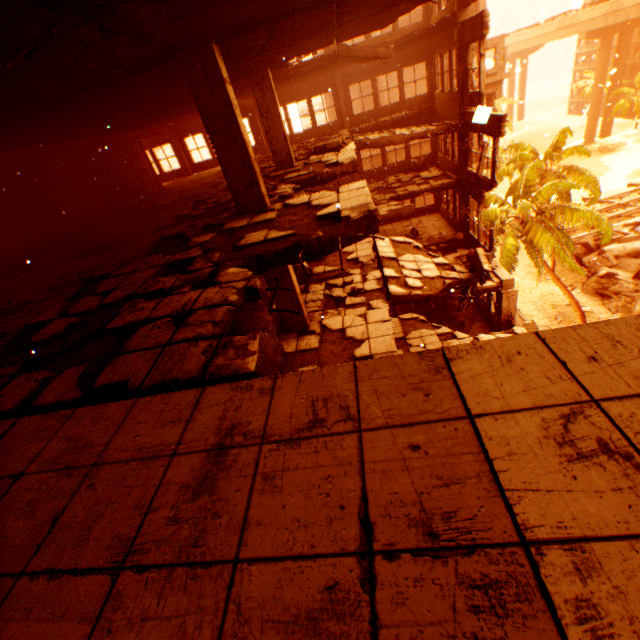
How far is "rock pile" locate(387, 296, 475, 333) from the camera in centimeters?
1545cm

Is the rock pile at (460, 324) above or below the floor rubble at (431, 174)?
below

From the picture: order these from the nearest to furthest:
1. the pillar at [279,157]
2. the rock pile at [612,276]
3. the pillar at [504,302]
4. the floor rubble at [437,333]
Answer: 1. the pillar at [279,157]
2. the floor rubble at [437,333]
3. the pillar at [504,302]
4. the rock pile at [612,276]

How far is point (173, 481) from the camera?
1.7 meters

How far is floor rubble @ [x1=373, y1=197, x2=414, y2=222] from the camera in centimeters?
1387cm

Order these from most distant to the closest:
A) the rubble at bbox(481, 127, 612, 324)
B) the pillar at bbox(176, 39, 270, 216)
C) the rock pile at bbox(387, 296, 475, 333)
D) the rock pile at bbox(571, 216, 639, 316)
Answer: the rock pile at bbox(571, 216, 639, 316) < the rubble at bbox(481, 127, 612, 324) < the rock pile at bbox(387, 296, 475, 333) < the pillar at bbox(176, 39, 270, 216)

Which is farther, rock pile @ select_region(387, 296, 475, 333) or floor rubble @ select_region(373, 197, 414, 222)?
rock pile @ select_region(387, 296, 475, 333)

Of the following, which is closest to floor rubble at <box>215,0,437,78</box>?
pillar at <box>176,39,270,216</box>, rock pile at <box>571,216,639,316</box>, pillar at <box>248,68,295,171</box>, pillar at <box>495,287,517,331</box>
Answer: pillar at <box>176,39,270,216</box>
